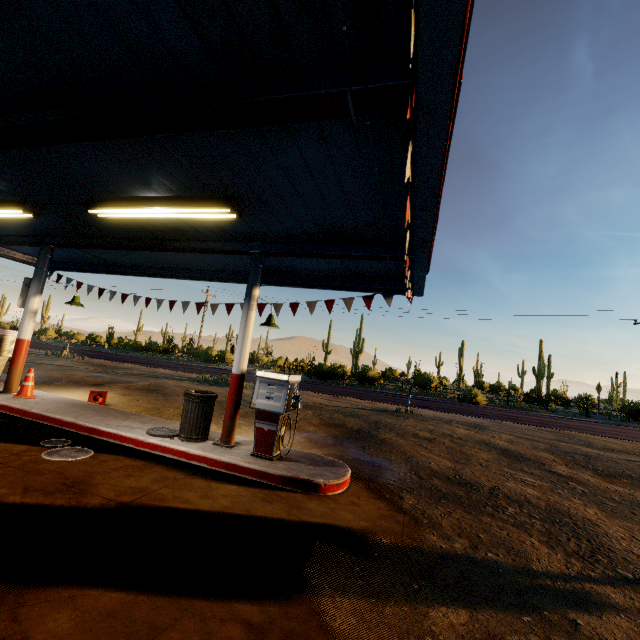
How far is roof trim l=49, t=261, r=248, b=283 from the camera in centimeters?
950cm

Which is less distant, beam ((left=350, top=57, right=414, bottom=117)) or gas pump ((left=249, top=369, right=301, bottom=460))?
beam ((left=350, top=57, right=414, bottom=117))

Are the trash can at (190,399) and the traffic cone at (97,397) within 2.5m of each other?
no

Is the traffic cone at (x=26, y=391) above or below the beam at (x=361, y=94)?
below

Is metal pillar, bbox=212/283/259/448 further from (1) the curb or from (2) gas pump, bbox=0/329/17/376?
(2) gas pump, bbox=0/329/17/376

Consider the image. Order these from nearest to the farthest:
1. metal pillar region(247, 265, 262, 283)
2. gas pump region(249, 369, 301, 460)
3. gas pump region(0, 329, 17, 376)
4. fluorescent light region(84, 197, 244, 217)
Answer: fluorescent light region(84, 197, 244, 217) < gas pump region(249, 369, 301, 460) < metal pillar region(247, 265, 262, 283) < gas pump region(0, 329, 17, 376)

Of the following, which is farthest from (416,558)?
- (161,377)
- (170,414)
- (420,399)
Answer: (420,399)

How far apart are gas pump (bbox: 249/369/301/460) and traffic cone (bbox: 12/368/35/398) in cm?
602
